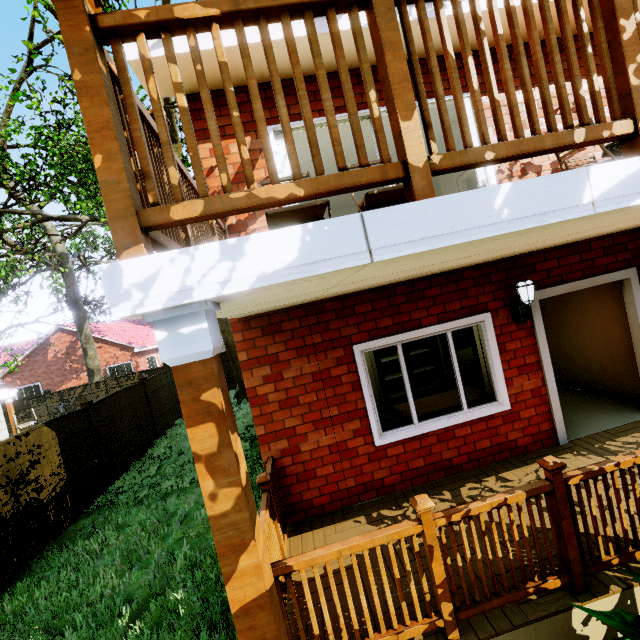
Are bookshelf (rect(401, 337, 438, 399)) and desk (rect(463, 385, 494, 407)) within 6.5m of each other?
yes

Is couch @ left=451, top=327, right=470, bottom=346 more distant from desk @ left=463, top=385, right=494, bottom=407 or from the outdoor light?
the outdoor light

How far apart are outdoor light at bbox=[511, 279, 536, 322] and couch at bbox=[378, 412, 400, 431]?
2.22m

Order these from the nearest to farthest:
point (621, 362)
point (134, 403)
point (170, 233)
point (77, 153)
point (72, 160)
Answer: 1. point (170, 233)
2. point (621, 362)
3. point (134, 403)
4. point (77, 153)
5. point (72, 160)

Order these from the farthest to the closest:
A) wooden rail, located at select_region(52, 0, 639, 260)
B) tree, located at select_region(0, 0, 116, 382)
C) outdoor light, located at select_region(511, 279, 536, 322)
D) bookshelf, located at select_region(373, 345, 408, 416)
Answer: tree, located at select_region(0, 0, 116, 382) < bookshelf, located at select_region(373, 345, 408, 416) < outdoor light, located at select_region(511, 279, 536, 322) < wooden rail, located at select_region(52, 0, 639, 260)

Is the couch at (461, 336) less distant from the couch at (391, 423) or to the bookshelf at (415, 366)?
the bookshelf at (415, 366)

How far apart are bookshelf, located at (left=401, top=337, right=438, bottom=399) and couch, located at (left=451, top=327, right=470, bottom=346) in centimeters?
564cm

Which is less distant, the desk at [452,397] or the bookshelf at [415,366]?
the desk at [452,397]
